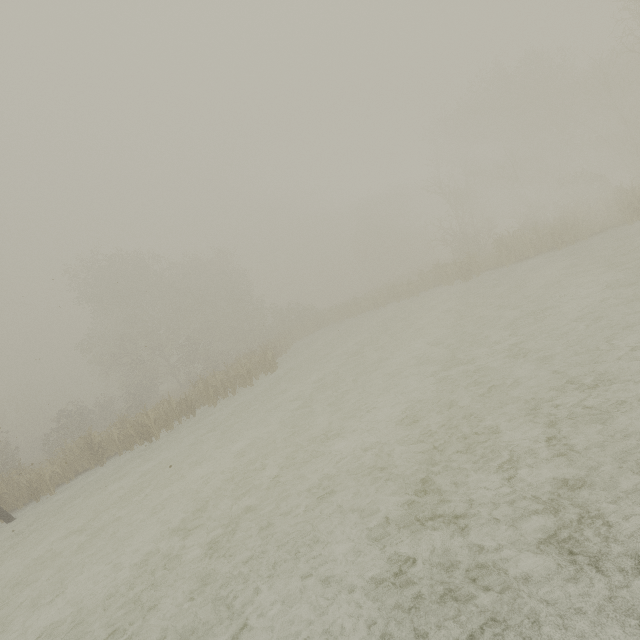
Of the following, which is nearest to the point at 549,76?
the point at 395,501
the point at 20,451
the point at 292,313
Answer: the point at 292,313
